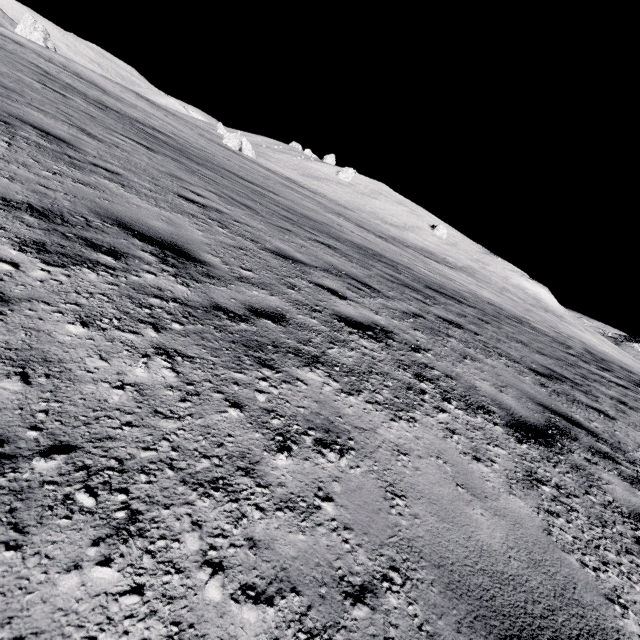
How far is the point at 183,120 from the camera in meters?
48.7

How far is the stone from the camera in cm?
4847

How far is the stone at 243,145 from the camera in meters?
48.5
